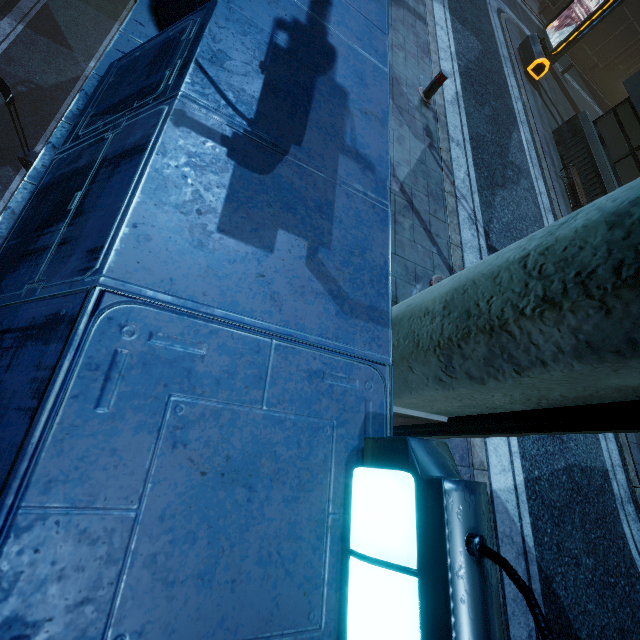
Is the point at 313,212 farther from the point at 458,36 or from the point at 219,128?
the point at 458,36

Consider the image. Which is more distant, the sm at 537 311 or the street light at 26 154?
the street light at 26 154

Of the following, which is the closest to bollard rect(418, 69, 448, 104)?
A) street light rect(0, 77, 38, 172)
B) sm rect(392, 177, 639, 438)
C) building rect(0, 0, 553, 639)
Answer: building rect(0, 0, 553, 639)

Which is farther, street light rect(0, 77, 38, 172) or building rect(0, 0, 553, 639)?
street light rect(0, 77, 38, 172)

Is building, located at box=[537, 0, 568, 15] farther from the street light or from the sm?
the street light

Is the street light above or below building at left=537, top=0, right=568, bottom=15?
below

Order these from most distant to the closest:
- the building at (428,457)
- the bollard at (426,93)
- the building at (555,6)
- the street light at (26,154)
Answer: the building at (555,6)
the street light at (26,154)
the bollard at (426,93)
the building at (428,457)

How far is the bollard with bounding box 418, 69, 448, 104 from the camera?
6.79m
